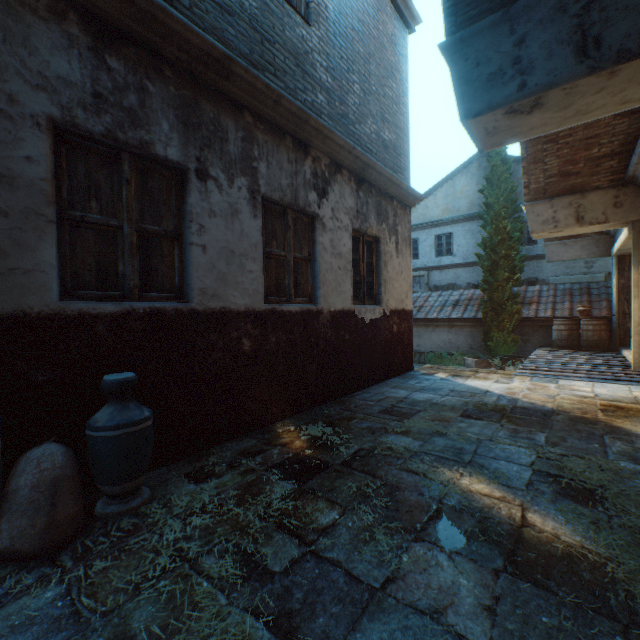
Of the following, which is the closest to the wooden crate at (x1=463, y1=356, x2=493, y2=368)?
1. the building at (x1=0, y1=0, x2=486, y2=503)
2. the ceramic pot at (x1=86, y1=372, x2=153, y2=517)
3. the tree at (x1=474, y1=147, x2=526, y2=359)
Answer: the tree at (x1=474, y1=147, x2=526, y2=359)

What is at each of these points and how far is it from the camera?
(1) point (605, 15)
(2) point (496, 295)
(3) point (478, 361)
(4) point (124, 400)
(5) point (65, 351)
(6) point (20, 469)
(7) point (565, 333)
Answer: (1) building, 2.35m
(2) tree, 11.62m
(3) wooden crate, 11.50m
(4) ceramic pot, 2.30m
(5) building, 2.36m
(6) burlap sack, 1.93m
(7) barrel, 10.42m

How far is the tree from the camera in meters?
11.5

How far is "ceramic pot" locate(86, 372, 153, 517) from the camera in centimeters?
215cm

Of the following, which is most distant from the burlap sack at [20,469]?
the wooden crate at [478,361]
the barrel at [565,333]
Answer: the barrel at [565,333]

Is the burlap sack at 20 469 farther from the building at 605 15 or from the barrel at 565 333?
the barrel at 565 333

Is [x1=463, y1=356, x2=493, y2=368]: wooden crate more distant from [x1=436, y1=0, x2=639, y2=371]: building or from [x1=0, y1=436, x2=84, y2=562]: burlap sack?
[x1=0, y1=436, x2=84, y2=562]: burlap sack

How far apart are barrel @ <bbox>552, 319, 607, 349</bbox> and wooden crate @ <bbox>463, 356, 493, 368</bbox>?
1.9 meters
